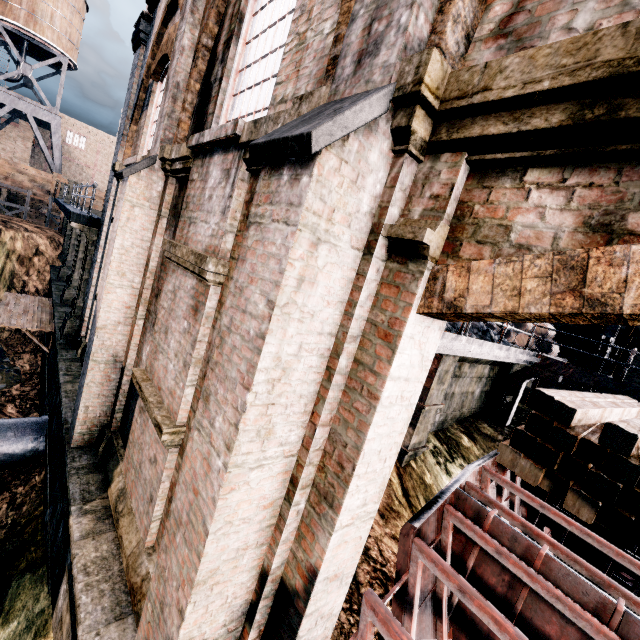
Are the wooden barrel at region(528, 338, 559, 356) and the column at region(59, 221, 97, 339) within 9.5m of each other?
no

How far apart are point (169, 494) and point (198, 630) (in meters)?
2.68

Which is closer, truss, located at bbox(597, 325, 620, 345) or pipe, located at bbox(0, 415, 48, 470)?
pipe, located at bbox(0, 415, 48, 470)

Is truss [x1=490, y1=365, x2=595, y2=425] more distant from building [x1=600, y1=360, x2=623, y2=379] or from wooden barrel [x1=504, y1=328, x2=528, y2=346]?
building [x1=600, y1=360, x2=623, y2=379]

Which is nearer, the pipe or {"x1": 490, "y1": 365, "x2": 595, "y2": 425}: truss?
the pipe

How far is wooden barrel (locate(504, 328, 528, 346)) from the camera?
17.0 meters

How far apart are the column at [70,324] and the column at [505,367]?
17.0 meters

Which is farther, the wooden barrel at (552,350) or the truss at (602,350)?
the wooden barrel at (552,350)
